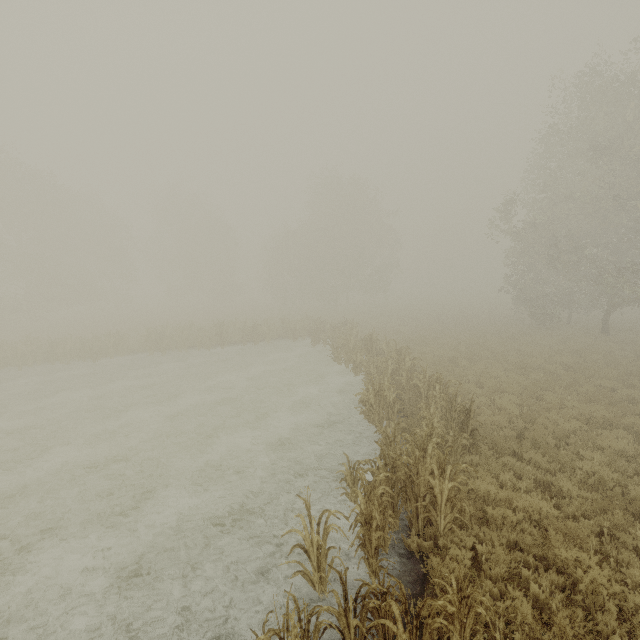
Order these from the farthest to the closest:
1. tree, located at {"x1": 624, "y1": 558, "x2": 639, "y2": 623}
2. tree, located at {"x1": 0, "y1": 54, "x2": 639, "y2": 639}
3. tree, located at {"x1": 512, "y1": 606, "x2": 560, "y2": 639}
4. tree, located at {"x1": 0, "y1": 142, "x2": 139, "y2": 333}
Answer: tree, located at {"x1": 0, "y1": 142, "x2": 139, "y2": 333}, tree, located at {"x1": 0, "y1": 54, "x2": 639, "y2": 639}, tree, located at {"x1": 624, "y1": 558, "x2": 639, "y2": 623}, tree, located at {"x1": 512, "y1": 606, "x2": 560, "y2": 639}

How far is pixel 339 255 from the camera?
43.75m

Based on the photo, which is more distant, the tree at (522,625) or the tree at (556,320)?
the tree at (556,320)

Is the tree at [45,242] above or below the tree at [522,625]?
above

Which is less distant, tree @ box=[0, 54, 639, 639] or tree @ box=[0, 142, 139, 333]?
tree @ box=[0, 54, 639, 639]

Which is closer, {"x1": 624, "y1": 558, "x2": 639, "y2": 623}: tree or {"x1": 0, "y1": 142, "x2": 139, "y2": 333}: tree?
{"x1": 624, "y1": 558, "x2": 639, "y2": 623}: tree

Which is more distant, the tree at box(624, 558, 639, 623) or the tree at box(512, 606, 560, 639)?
the tree at box(624, 558, 639, 623)
